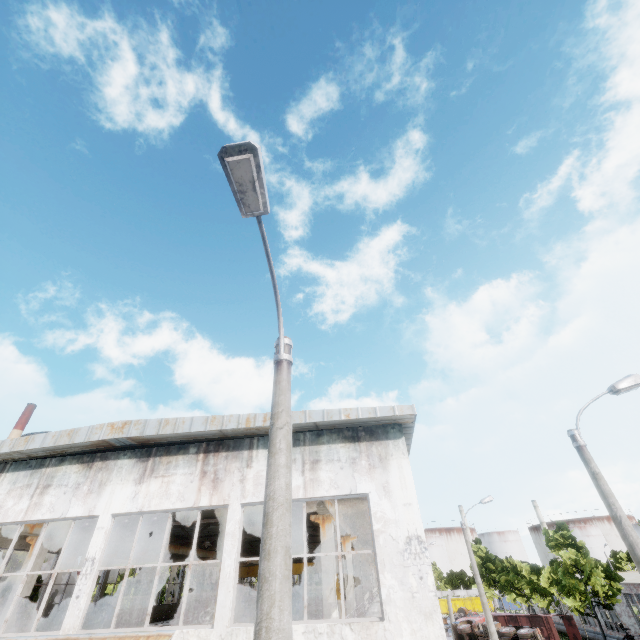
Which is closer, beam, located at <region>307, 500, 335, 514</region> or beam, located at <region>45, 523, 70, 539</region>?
beam, located at <region>307, 500, 335, 514</region>

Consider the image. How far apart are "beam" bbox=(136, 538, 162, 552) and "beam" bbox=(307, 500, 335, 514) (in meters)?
11.86

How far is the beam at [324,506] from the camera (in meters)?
10.76

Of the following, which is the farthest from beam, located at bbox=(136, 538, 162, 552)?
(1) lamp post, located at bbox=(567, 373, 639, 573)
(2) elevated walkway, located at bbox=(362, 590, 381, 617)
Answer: (1) lamp post, located at bbox=(567, 373, 639, 573)

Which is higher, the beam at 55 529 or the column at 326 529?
the beam at 55 529

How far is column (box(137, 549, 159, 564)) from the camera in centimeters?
1951cm

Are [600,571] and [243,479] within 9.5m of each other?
no

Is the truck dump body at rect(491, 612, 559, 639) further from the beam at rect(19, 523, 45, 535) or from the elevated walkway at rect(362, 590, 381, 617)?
the beam at rect(19, 523, 45, 535)
